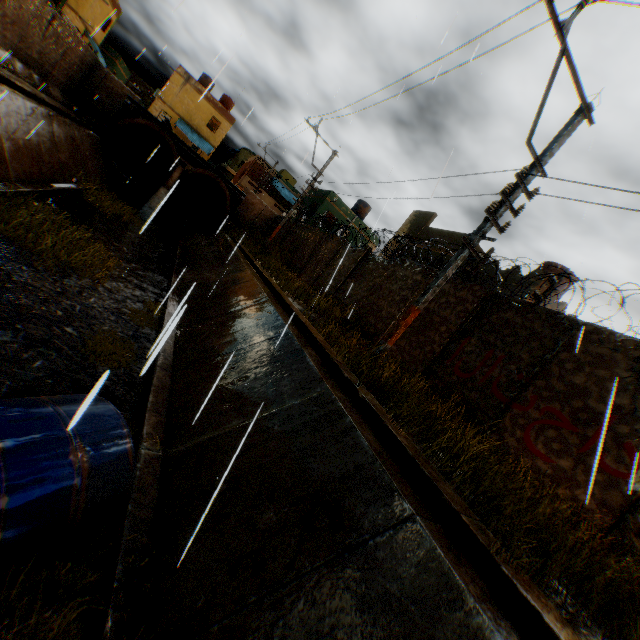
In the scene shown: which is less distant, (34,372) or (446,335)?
(34,372)

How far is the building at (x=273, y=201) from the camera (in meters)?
36.12

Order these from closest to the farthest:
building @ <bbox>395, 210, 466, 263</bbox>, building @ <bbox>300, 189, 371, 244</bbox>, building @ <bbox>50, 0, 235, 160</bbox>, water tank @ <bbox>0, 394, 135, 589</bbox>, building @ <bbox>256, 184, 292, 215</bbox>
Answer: water tank @ <bbox>0, 394, 135, 589</bbox> < building @ <bbox>395, 210, 466, 263</bbox> < building @ <bbox>50, 0, 235, 160</bbox> < building @ <bbox>300, 189, 371, 244</bbox> < building @ <bbox>256, 184, 292, 215</bbox>

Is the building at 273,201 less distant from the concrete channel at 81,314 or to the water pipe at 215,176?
the water pipe at 215,176

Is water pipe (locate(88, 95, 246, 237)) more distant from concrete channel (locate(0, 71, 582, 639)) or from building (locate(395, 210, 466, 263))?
building (locate(395, 210, 466, 263))

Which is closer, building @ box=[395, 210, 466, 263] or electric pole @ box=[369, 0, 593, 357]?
electric pole @ box=[369, 0, 593, 357]

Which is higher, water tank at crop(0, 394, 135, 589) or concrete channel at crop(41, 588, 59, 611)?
water tank at crop(0, 394, 135, 589)

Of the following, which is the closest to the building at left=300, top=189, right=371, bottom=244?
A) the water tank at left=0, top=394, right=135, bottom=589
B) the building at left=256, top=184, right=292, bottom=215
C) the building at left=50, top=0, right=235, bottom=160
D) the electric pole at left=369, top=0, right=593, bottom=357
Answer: the building at left=50, top=0, right=235, bottom=160
